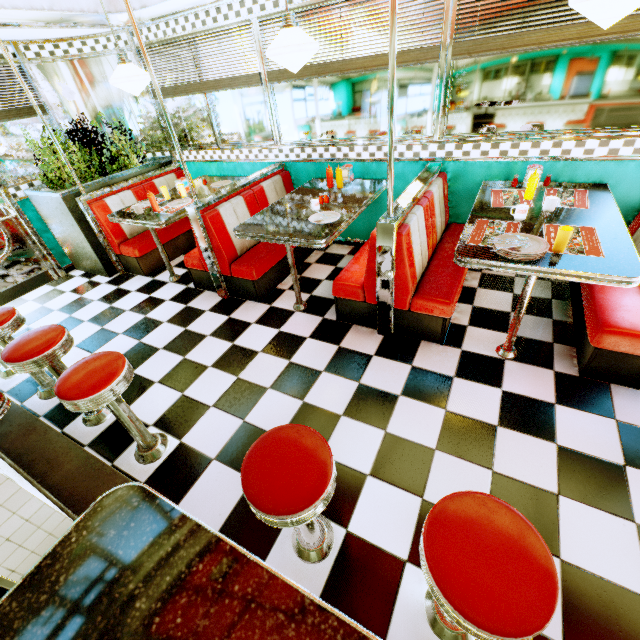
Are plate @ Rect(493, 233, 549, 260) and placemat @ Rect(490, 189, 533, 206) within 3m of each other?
yes

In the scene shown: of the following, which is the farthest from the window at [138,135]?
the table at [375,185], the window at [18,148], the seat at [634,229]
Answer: the seat at [634,229]

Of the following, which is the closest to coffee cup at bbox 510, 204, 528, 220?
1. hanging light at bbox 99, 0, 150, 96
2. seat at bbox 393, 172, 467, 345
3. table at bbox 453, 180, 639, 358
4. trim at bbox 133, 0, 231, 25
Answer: table at bbox 453, 180, 639, 358

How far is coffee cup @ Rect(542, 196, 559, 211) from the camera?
2.5 meters

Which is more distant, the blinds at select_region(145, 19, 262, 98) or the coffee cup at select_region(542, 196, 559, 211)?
the blinds at select_region(145, 19, 262, 98)

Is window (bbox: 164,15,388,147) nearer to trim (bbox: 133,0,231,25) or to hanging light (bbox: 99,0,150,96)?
trim (bbox: 133,0,231,25)

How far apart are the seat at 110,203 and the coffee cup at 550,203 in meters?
4.5 m

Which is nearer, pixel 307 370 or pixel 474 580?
pixel 474 580
